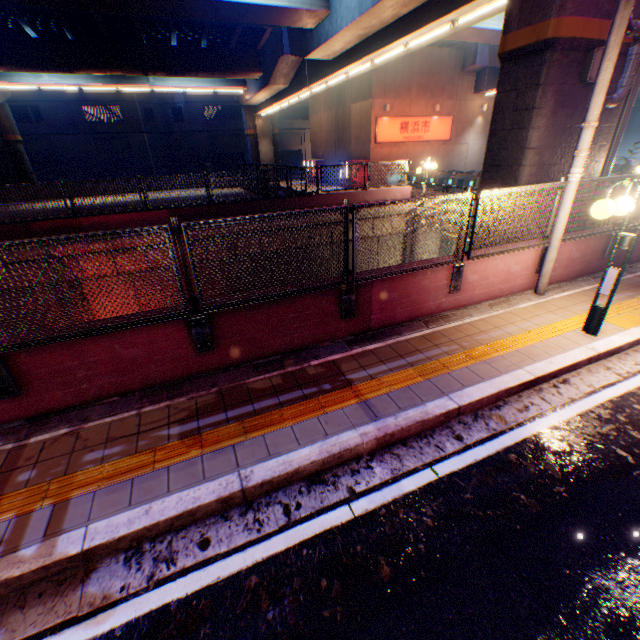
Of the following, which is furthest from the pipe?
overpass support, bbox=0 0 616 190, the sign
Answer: the sign

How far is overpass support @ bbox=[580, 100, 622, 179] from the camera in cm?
786

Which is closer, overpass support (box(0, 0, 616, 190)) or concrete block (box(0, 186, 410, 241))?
overpass support (box(0, 0, 616, 190))

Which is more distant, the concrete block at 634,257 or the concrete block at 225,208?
the concrete block at 225,208

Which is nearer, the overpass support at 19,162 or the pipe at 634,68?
the pipe at 634,68

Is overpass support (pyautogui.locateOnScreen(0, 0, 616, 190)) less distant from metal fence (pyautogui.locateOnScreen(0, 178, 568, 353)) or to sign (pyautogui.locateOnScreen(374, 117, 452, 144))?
metal fence (pyautogui.locateOnScreen(0, 178, 568, 353))

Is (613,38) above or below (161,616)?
above

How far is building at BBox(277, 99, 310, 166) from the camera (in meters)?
42.56
